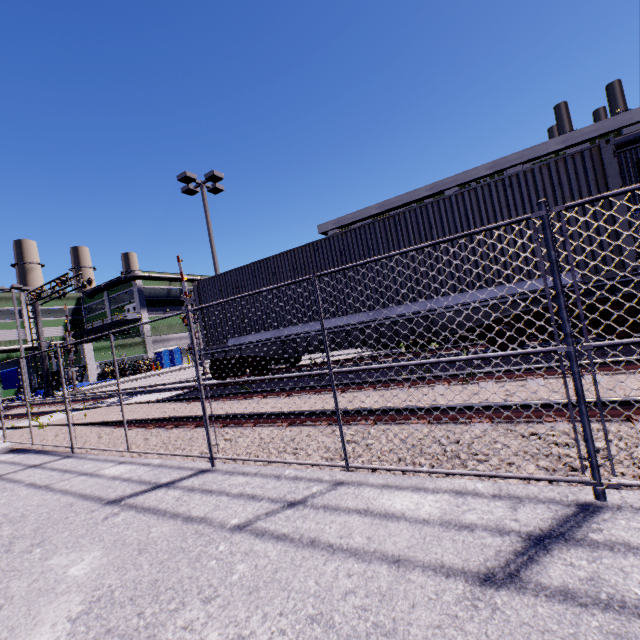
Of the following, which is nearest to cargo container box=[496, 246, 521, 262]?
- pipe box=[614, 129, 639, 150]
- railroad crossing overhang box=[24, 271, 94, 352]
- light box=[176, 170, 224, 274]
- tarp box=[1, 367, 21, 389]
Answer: pipe box=[614, 129, 639, 150]

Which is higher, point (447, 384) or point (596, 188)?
point (596, 188)

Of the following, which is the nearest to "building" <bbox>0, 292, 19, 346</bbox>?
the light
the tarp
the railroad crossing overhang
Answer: the tarp

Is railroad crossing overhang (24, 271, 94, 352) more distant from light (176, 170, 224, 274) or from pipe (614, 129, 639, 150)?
pipe (614, 129, 639, 150)

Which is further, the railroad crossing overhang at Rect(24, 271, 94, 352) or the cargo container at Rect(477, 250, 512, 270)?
the railroad crossing overhang at Rect(24, 271, 94, 352)

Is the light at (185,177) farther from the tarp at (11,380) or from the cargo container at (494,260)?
the tarp at (11,380)

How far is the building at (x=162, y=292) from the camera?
48.1m

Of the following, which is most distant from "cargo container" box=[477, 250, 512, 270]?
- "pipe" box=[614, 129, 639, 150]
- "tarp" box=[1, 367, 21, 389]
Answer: "tarp" box=[1, 367, 21, 389]
